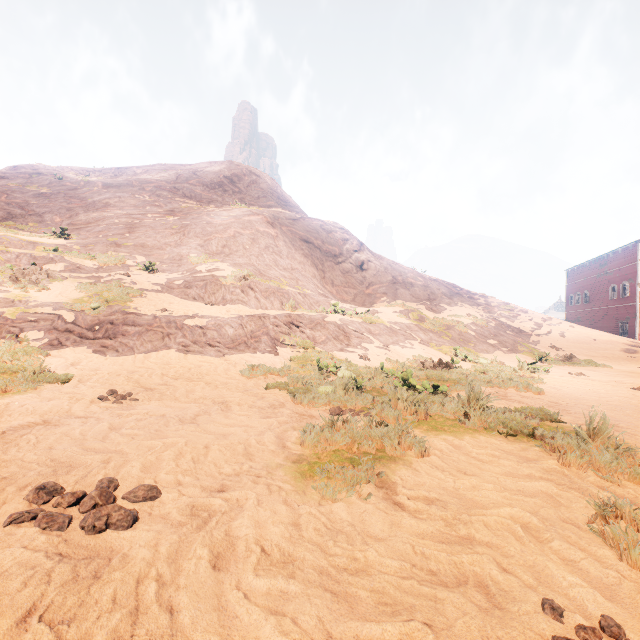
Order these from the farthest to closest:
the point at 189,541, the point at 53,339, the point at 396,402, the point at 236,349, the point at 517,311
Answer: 1. the point at 517,311
2. the point at 236,349
3. the point at 53,339
4. the point at 396,402
5. the point at 189,541

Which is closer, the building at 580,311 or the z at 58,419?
the z at 58,419

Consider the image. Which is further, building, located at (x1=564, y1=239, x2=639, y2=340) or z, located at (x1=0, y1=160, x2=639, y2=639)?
building, located at (x1=564, y1=239, x2=639, y2=340)
